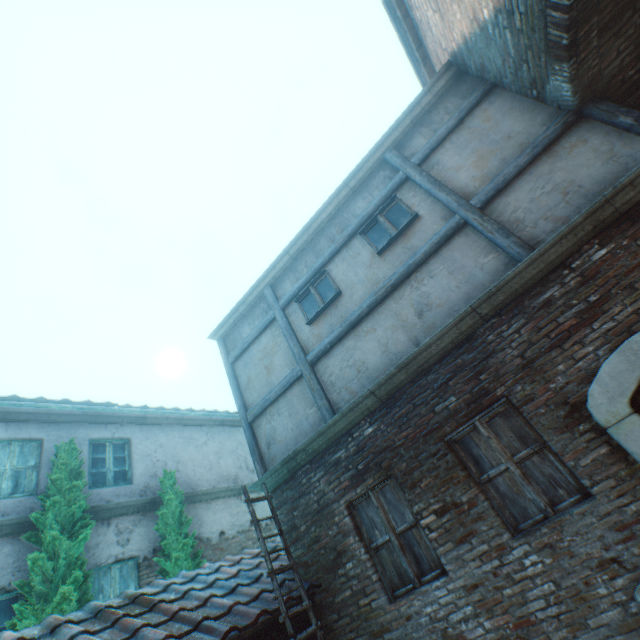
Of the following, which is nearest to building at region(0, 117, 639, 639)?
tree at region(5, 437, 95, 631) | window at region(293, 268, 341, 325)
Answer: window at region(293, 268, 341, 325)

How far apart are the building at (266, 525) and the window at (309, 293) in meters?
6.2

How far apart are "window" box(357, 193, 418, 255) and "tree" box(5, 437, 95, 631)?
7.7m

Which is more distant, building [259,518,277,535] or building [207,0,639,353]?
building [259,518,277,535]

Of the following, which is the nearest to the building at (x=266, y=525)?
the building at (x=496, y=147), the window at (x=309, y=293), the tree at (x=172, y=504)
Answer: the tree at (x=172, y=504)

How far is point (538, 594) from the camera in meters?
3.5 m

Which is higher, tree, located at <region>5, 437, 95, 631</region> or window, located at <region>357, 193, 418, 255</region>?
window, located at <region>357, 193, 418, 255</region>

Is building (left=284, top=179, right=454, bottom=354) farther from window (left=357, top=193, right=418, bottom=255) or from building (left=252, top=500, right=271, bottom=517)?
building (left=252, top=500, right=271, bottom=517)
